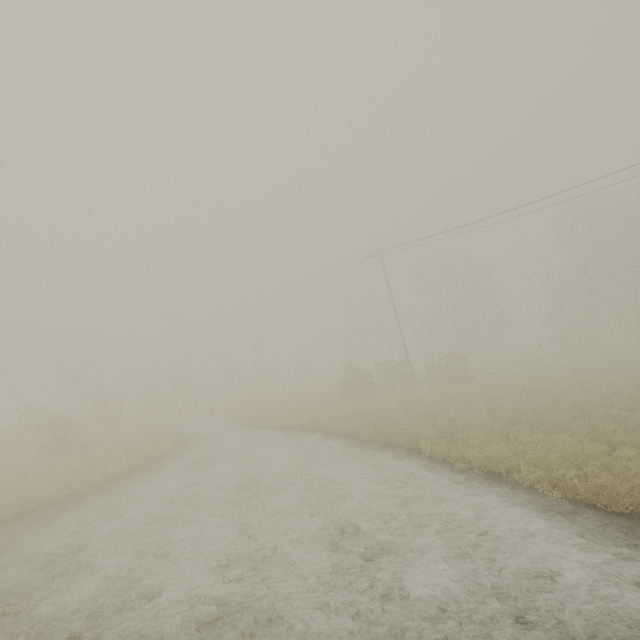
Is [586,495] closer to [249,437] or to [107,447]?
[249,437]
